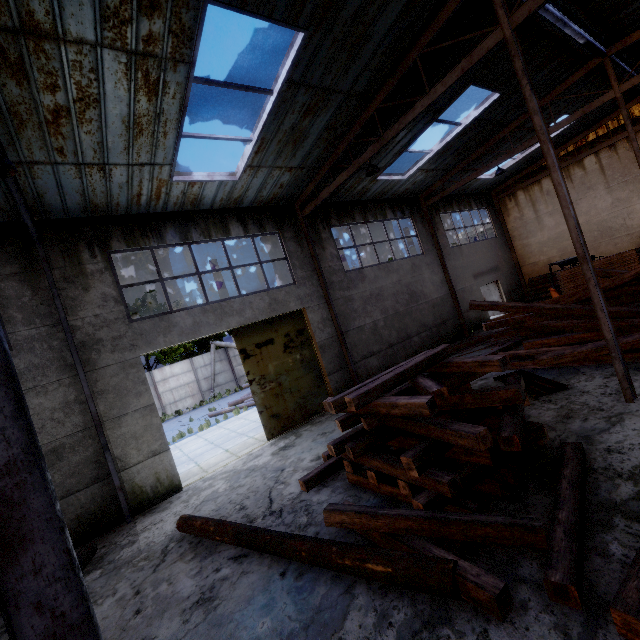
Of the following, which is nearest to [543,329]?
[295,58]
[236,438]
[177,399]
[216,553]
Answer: [295,58]

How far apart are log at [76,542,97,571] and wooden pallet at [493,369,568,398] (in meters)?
9.89

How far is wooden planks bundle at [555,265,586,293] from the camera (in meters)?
13.16

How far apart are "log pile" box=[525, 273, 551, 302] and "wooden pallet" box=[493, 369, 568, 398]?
11.8m

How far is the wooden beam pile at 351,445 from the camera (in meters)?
3.46

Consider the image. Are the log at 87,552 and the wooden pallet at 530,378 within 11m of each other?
yes

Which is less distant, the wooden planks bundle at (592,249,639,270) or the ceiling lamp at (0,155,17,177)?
Result: the ceiling lamp at (0,155,17,177)

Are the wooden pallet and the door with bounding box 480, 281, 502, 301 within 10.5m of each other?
no
